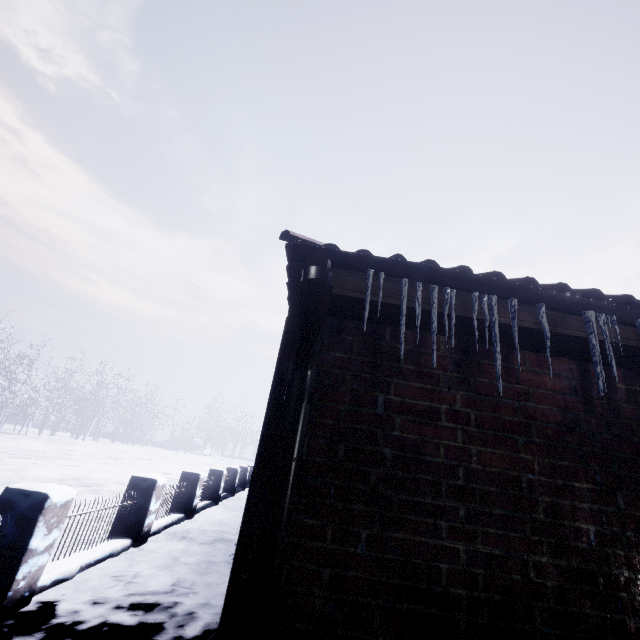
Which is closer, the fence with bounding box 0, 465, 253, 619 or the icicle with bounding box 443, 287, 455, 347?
the icicle with bounding box 443, 287, 455, 347

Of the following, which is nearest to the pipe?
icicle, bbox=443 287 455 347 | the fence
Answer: icicle, bbox=443 287 455 347

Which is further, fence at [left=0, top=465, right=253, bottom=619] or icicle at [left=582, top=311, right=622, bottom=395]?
fence at [left=0, top=465, right=253, bottom=619]

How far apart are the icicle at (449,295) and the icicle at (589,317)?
0.5m

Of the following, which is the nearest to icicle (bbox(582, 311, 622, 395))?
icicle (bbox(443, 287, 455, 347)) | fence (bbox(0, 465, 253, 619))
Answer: icicle (bbox(443, 287, 455, 347))

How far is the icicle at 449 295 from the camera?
1.13m

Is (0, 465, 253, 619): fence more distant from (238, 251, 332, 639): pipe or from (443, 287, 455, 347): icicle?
(443, 287, 455, 347): icicle

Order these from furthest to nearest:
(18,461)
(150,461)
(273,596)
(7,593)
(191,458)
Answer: (191,458) < (150,461) < (18,461) < (7,593) < (273,596)
